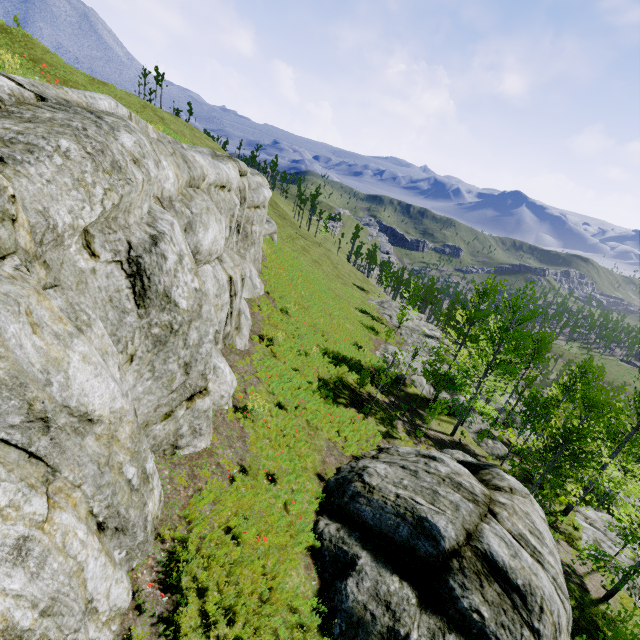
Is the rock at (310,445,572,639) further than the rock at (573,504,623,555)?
No

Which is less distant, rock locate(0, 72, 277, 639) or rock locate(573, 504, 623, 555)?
rock locate(0, 72, 277, 639)

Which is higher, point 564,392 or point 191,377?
point 191,377

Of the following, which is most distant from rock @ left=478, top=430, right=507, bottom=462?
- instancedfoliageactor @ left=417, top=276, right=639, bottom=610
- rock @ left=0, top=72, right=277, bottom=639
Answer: instancedfoliageactor @ left=417, top=276, right=639, bottom=610

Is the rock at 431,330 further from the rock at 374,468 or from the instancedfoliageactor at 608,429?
the rock at 374,468

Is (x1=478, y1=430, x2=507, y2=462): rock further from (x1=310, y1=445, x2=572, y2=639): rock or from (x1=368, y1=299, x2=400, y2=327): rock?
(x1=310, y1=445, x2=572, y2=639): rock

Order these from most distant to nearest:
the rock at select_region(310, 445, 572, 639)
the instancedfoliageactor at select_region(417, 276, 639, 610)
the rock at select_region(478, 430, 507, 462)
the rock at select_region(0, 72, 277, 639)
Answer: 1. the rock at select_region(478, 430, 507, 462)
2. the instancedfoliageactor at select_region(417, 276, 639, 610)
3. the rock at select_region(310, 445, 572, 639)
4. the rock at select_region(0, 72, 277, 639)

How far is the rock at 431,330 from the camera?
27.3m
